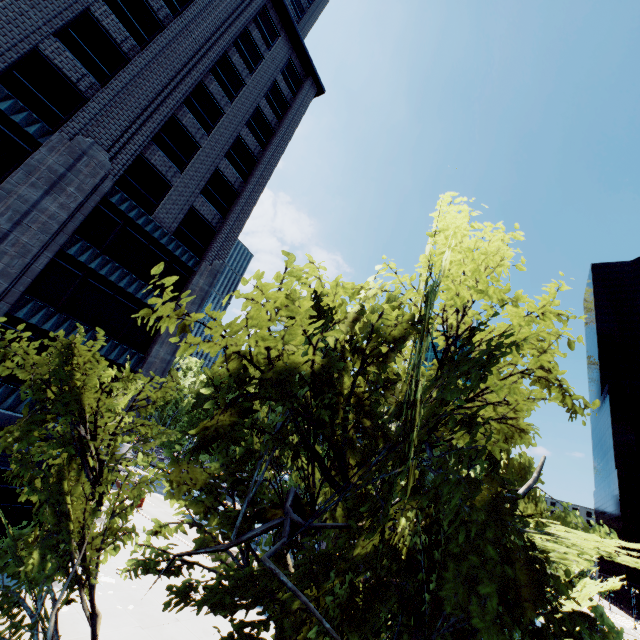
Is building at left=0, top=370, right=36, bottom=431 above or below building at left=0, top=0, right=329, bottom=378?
below

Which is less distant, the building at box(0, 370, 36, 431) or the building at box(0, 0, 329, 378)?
the building at box(0, 370, 36, 431)

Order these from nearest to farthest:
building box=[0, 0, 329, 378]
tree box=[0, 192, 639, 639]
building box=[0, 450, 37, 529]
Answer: tree box=[0, 192, 639, 639]
building box=[0, 450, 37, 529]
building box=[0, 0, 329, 378]

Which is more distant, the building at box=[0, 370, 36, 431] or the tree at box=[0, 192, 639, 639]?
the building at box=[0, 370, 36, 431]

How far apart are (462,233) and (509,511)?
4.5m

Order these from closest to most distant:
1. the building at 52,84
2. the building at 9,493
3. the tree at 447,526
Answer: the tree at 447,526, the building at 9,493, the building at 52,84

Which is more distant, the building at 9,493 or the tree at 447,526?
the building at 9,493
